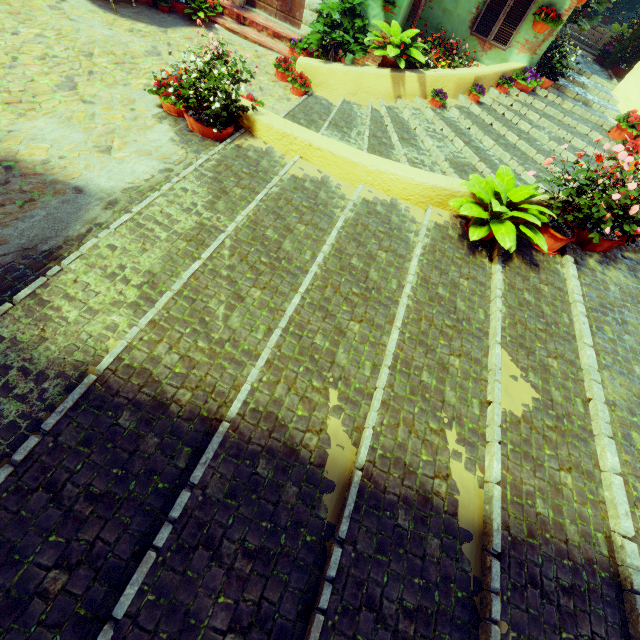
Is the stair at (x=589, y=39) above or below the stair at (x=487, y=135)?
above

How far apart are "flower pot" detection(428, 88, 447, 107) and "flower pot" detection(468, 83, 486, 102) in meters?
0.7 m

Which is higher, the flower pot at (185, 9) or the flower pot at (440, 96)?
the flower pot at (440, 96)

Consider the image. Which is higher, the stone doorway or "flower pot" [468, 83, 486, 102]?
"flower pot" [468, 83, 486, 102]

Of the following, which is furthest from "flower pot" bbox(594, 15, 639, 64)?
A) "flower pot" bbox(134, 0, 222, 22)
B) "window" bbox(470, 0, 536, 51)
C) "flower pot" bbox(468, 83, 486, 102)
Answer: "flower pot" bbox(134, 0, 222, 22)

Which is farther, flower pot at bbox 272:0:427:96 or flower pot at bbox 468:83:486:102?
flower pot at bbox 468:83:486:102

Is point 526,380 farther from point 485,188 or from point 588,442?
point 485,188

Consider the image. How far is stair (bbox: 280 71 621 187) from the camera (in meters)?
5.82
